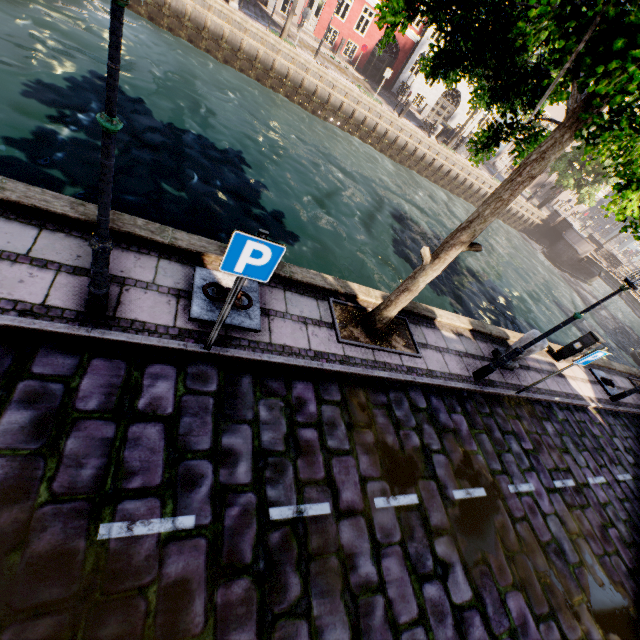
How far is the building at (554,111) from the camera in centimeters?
3391cm

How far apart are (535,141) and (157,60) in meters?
17.2 m

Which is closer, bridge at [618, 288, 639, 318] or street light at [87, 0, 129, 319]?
street light at [87, 0, 129, 319]

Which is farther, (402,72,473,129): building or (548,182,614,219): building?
(548,182,614,219): building

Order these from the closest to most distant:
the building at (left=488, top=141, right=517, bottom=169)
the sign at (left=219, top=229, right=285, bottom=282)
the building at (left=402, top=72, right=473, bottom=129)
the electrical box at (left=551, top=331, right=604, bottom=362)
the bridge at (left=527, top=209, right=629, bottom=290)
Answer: the sign at (left=219, top=229, right=285, bottom=282) < the electrical box at (left=551, top=331, right=604, bottom=362) < the bridge at (left=527, top=209, right=629, bottom=290) < the building at (left=402, top=72, right=473, bottom=129) < the building at (left=488, top=141, right=517, bottom=169)

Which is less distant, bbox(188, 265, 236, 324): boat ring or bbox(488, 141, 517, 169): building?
bbox(188, 265, 236, 324): boat ring

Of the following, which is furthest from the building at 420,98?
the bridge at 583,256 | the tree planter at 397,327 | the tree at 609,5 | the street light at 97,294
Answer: the street light at 97,294

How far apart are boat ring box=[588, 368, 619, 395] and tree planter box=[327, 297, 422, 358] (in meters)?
8.58
